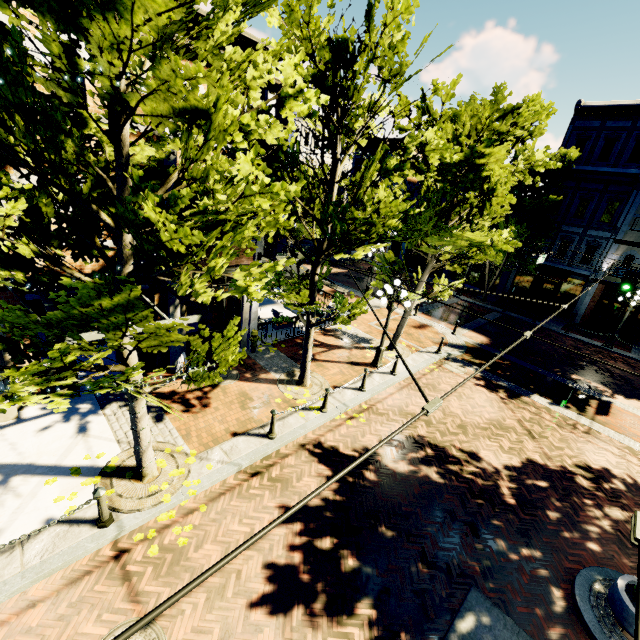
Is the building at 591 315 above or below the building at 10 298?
below

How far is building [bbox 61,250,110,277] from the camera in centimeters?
784cm

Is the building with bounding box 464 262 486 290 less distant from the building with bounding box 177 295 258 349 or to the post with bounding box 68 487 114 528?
the building with bounding box 177 295 258 349

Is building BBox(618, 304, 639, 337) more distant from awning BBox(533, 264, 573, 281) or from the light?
the light

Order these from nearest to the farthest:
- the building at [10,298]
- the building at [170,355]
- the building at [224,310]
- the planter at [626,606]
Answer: the planter at [626,606]
the building at [10,298]
the building at [170,355]
the building at [224,310]

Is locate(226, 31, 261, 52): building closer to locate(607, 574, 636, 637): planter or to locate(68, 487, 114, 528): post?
locate(68, 487, 114, 528): post

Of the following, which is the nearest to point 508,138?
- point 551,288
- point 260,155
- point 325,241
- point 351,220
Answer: point 351,220

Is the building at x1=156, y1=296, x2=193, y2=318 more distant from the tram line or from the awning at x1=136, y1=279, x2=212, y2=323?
the tram line
